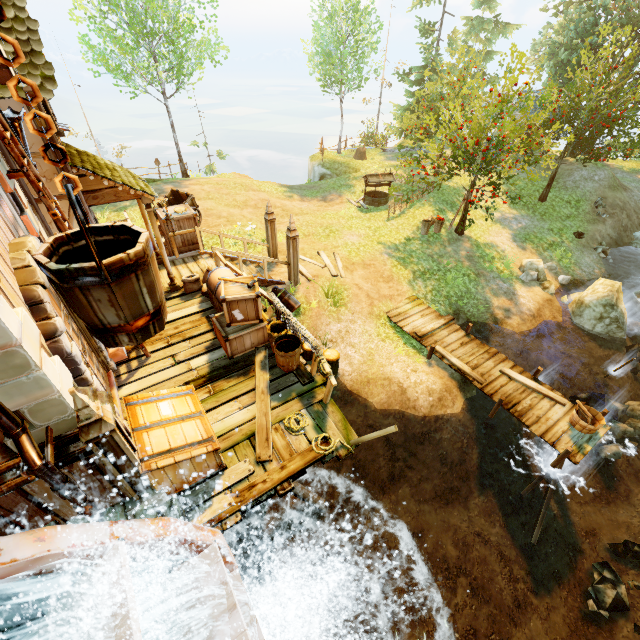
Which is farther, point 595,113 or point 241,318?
point 595,113

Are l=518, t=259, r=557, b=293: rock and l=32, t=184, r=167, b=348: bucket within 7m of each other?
no

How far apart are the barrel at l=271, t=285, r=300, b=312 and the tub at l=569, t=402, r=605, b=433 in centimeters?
837cm

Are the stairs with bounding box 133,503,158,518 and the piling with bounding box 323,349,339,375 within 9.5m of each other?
yes

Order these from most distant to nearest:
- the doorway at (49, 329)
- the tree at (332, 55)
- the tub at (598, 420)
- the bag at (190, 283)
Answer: the tree at (332, 55) < the bag at (190, 283) < the tub at (598, 420) < the doorway at (49, 329)

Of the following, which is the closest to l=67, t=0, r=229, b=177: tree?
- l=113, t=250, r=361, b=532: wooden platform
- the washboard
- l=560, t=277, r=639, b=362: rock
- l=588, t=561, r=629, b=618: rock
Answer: l=113, t=250, r=361, b=532: wooden platform

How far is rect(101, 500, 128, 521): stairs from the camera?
4.6 meters

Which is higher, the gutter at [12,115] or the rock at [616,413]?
the gutter at [12,115]
